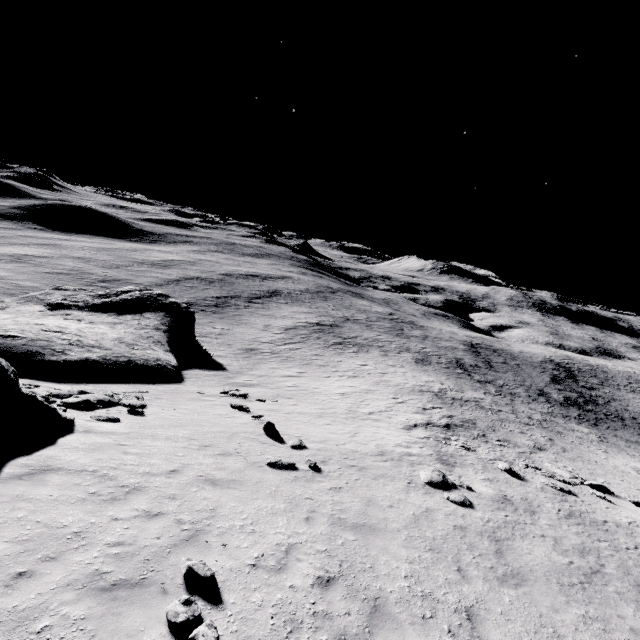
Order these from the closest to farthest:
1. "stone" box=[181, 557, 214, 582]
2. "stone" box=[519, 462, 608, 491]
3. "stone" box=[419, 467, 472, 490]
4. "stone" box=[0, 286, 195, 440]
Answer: "stone" box=[181, 557, 214, 582]
"stone" box=[0, 286, 195, 440]
"stone" box=[419, 467, 472, 490]
"stone" box=[519, 462, 608, 491]

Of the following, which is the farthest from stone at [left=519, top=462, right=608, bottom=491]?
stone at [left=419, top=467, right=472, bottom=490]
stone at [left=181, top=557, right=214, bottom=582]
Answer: stone at [left=181, top=557, right=214, bottom=582]

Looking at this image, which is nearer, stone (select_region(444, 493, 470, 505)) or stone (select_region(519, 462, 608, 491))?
stone (select_region(444, 493, 470, 505))

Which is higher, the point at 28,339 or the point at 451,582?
the point at 451,582

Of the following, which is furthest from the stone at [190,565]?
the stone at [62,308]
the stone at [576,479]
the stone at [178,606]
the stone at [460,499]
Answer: the stone at [576,479]

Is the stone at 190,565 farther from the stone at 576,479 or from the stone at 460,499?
the stone at 576,479

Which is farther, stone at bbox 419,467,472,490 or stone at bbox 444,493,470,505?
stone at bbox 419,467,472,490

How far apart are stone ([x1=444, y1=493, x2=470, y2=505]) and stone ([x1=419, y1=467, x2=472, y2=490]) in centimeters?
42cm
